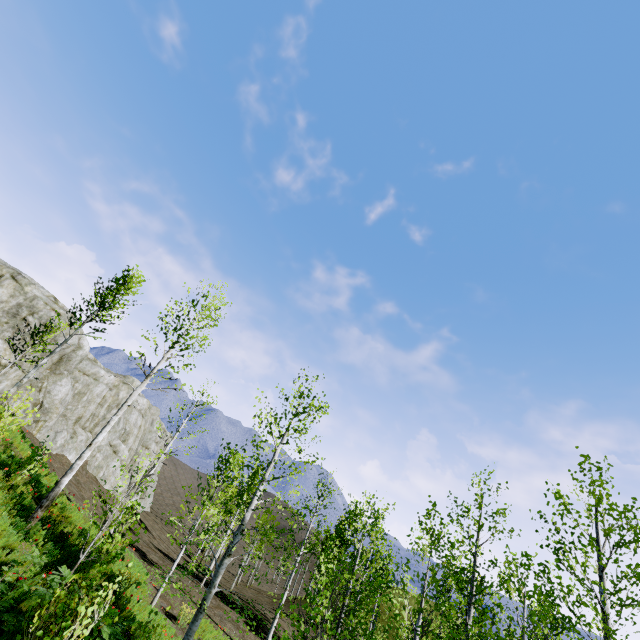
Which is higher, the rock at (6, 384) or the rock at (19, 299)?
the rock at (19, 299)

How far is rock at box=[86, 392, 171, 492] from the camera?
30.00m

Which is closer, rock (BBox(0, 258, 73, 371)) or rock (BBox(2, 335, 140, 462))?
rock (BBox(0, 258, 73, 371))

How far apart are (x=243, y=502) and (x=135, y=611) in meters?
13.3

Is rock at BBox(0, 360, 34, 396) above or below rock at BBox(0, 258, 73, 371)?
below

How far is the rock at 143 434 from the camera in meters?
30.0 m

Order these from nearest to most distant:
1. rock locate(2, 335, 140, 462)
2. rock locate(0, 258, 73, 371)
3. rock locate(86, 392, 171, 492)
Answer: rock locate(0, 258, 73, 371) < rock locate(2, 335, 140, 462) < rock locate(86, 392, 171, 492)
